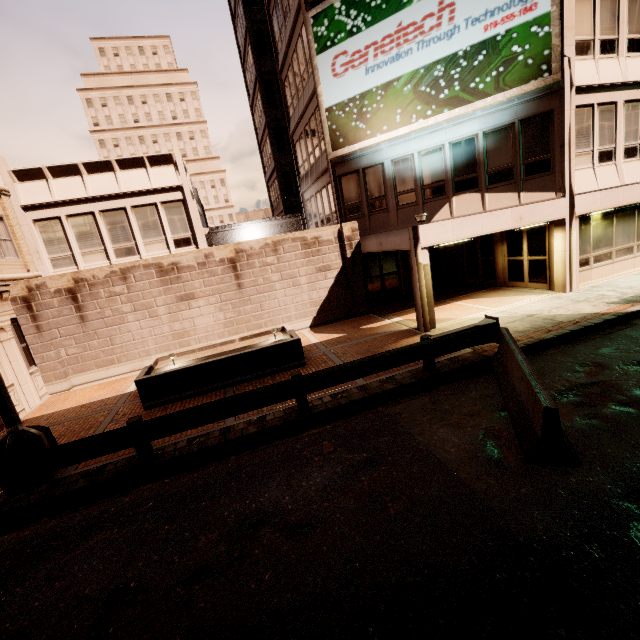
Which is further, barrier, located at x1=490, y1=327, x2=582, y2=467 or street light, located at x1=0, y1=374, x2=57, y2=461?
street light, located at x1=0, y1=374, x2=57, y2=461

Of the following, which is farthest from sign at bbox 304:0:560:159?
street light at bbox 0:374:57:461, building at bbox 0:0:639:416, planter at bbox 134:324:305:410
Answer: street light at bbox 0:374:57:461

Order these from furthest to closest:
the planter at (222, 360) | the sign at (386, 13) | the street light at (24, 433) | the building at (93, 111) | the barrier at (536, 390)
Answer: the building at (93, 111) < the sign at (386, 13) < the planter at (222, 360) < the street light at (24, 433) < the barrier at (536, 390)

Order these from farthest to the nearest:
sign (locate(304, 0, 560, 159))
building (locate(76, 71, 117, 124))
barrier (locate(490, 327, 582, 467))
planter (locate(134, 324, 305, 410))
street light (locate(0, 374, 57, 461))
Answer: building (locate(76, 71, 117, 124)) → sign (locate(304, 0, 560, 159)) → planter (locate(134, 324, 305, 410)) → street light (locate(0, 374, 57, 461)) → barrier (locate(490, 327, 582, 467))

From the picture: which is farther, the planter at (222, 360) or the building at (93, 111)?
the building at (93, 111)

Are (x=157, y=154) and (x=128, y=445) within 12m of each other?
no

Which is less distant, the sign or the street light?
the street light

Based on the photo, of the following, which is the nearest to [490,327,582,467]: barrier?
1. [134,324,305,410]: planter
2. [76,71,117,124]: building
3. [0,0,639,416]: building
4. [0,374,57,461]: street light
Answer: [0,0,639,416]: building
